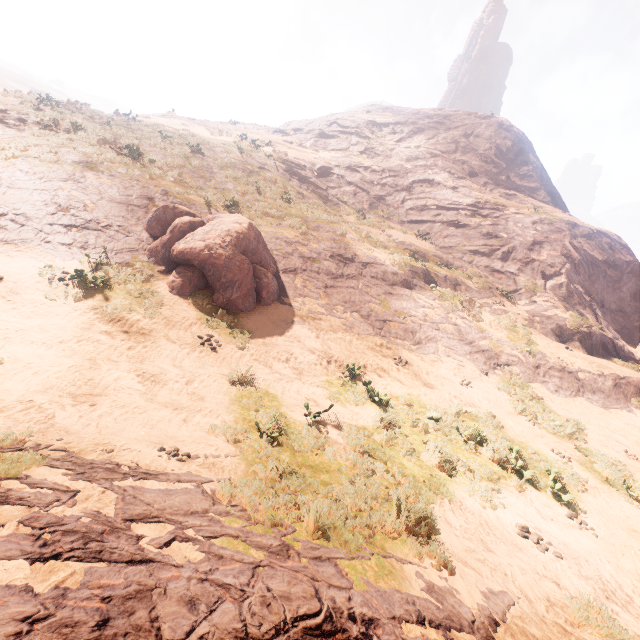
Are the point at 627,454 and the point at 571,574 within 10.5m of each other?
yes

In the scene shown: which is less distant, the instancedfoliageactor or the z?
the z

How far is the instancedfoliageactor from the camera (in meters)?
10.87

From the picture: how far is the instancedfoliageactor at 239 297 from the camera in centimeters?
1087cm

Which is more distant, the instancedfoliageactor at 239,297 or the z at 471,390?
the instancedfoliageactor at 239,297
